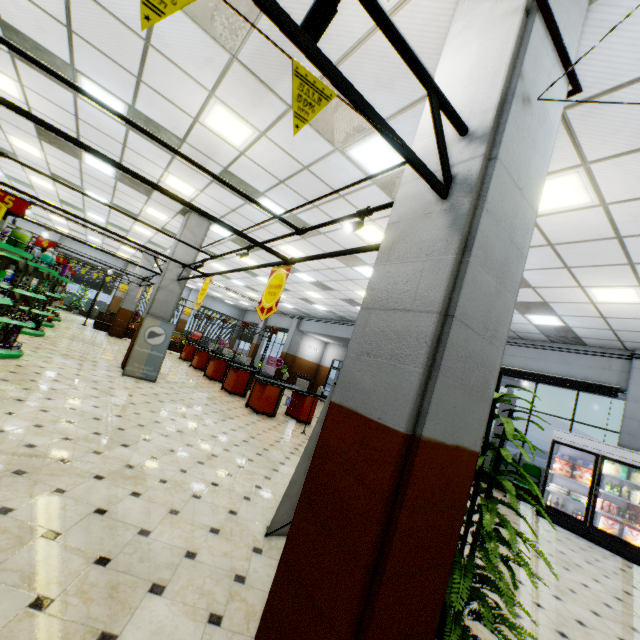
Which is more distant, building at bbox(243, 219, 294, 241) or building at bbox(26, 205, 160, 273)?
building at bbox(26, 205, 160, 273)

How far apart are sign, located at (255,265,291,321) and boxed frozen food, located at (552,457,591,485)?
9.1 meters

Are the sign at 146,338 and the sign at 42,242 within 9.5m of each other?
yes

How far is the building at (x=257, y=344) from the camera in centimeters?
2631cm

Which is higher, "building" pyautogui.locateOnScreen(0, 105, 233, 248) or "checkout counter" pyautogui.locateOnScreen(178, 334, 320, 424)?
"building" pyautogui.locateOnScreen(0, 105, 233, 248)

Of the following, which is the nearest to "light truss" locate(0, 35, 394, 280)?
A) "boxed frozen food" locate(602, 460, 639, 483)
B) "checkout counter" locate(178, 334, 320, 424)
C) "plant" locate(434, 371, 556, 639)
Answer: "plant" locate(434, 371, 556, 639)

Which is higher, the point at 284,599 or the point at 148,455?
the point at 284,599

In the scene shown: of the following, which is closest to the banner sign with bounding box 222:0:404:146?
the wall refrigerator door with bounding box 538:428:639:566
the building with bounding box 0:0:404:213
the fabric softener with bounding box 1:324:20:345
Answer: the building with bounding box 0:0:404:213
